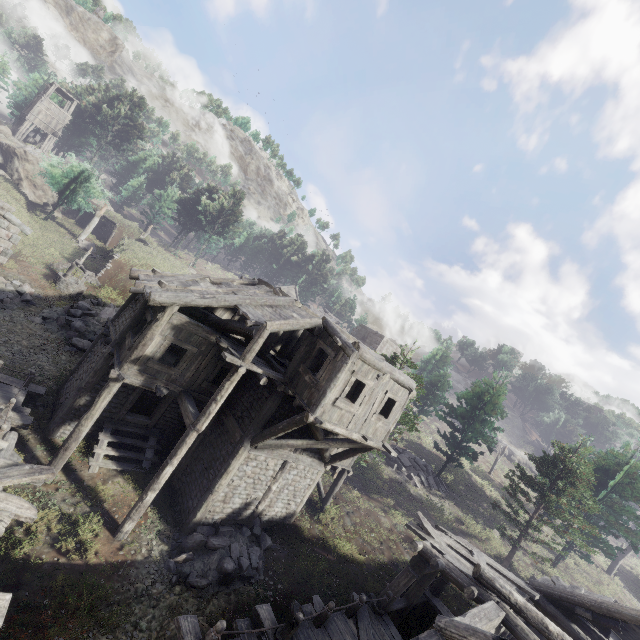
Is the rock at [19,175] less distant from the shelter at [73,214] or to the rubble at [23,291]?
the shelter at [73,214]

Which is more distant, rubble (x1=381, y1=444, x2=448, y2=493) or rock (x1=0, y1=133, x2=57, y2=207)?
rock (x1=0, y1=133, x2=57, y2=207)

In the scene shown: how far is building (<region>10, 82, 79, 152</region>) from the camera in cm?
4228

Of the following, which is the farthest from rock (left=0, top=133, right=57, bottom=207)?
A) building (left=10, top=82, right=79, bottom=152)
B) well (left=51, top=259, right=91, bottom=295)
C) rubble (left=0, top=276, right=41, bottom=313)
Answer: rubble (left=0, top=276, right=41, bottom=313)

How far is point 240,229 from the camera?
52.8m

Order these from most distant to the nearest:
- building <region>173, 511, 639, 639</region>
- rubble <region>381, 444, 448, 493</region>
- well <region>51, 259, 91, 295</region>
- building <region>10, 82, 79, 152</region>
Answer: building <region>10, 82, 79, 152</region> → rubble <region>381, 444, 448, 493</region> → well <region>51, 259, 91, 295</region> → building <region>173, 511, 639, 639</region>

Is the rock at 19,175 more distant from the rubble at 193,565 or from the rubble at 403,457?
the rubble at 403,457

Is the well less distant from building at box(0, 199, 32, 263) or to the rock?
building at box(0, 199, 32, 263)
